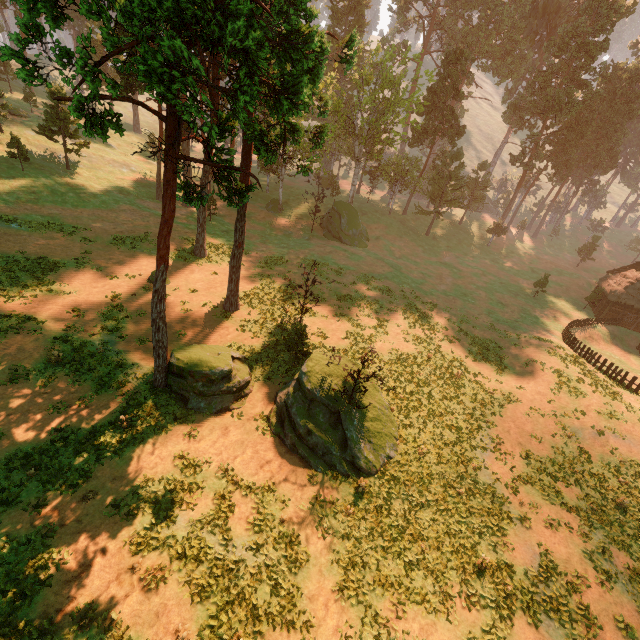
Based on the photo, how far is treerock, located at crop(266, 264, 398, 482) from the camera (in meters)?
17.28

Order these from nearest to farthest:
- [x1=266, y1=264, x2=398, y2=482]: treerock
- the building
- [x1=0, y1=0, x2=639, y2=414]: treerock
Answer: [x1=0, y1=0, x2=639, y2=414]: treerock < [x1=266, y1=264, x2=398, y2=482]: treerock < the building

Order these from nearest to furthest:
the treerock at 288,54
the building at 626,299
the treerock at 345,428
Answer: the treerock at 288,54, the treerock at 345,428, the building at 626,299

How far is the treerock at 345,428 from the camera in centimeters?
1728cm

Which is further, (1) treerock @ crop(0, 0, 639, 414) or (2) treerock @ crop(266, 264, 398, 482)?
(2) treerock @ crop(266, 264, 398, 482)

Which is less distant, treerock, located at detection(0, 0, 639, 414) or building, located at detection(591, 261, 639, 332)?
treerock, located at detection(0, 0, 639, 414)

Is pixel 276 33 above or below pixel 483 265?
above
